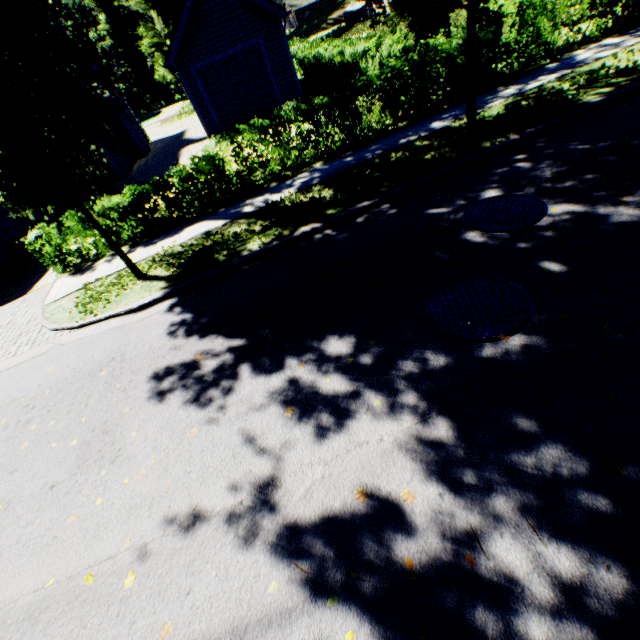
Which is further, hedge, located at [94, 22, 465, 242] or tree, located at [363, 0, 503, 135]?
hedge, located at [94, 22, 465, 242]

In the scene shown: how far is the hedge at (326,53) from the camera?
8.2 meters

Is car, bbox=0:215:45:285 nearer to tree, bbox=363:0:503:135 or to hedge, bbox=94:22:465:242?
tree, bbox=363:0:503:135

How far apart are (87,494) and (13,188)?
5.1m

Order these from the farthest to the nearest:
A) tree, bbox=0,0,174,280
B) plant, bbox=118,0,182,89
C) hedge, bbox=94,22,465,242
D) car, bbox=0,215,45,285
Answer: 1. plant, bbox=118,0,182,89
2. car, bbox=0,215,45,285
3. hedge, bbox=94,22,465,242
4. tree, bbox=0,0,174,280

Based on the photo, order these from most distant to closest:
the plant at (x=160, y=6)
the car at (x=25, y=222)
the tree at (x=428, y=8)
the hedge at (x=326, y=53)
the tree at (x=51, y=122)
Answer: the plant at (x=160, y=6) < the car at (x=25, y=222) < the hedge at (x=326, y=53) < the tree at (x=428, y=8) < the tree at (x=51, y=122)

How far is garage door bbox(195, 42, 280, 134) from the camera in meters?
14.8
